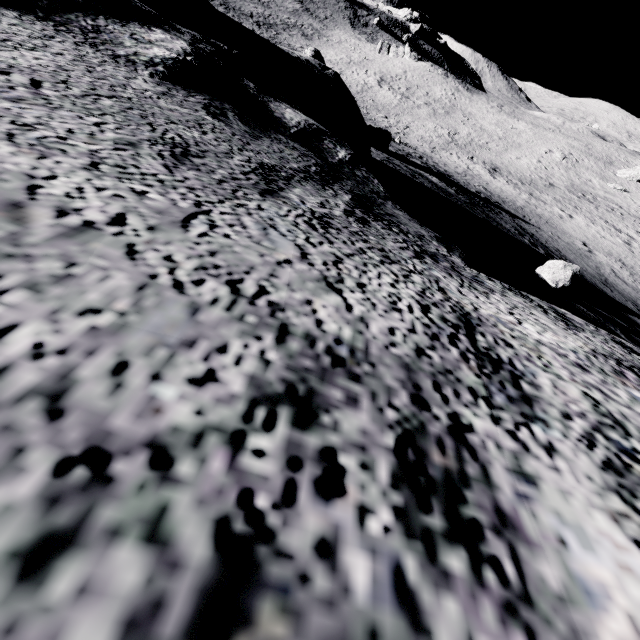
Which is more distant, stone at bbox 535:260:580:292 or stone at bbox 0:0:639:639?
stone at bbox 535:260:580:292

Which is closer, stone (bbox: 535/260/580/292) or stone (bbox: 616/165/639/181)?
stone (bbox: 535/260/580/292)

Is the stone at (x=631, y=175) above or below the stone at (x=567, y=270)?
below

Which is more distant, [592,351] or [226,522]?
[592,351]

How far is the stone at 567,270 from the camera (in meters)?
6.09

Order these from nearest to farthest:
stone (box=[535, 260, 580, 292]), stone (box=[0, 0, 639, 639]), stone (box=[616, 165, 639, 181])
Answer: stone (box=[0, 0, 639, 639]) < stone (box=[535, 260, 580, 292]) < stone (box=[616, 165, 639, 181])

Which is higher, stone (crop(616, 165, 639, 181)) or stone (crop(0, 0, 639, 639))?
stone (crop(0, 0, 639, 639))

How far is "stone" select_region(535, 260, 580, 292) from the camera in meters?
6.1
